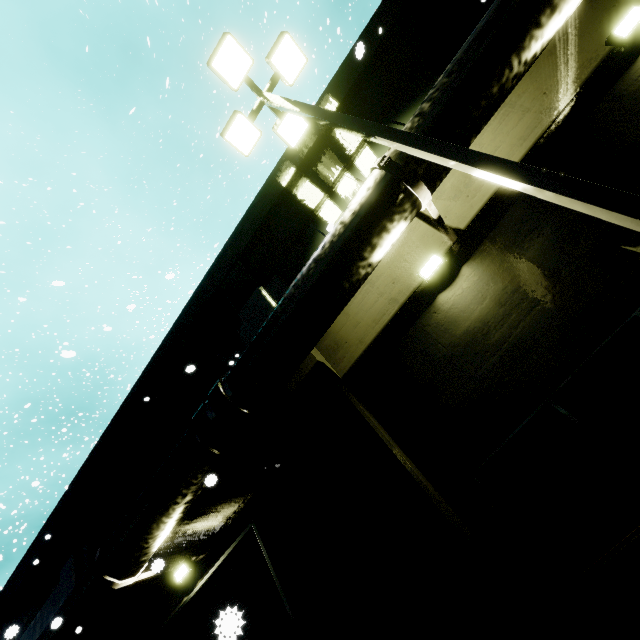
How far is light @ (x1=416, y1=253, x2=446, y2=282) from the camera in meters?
5.5 m

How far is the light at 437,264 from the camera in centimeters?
554cm

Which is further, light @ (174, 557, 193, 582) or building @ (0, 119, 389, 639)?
building @ (0, 119, 389, 639)

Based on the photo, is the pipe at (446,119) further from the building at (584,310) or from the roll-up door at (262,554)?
the roll-up door at (262,554)

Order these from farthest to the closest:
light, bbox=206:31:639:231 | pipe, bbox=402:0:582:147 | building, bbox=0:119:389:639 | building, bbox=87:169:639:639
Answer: building, bbox=0:119:389:639
pipe, bbox=402:0:582:147
building, bbox=87:169:639:639
light, bbox=206:31:639:231

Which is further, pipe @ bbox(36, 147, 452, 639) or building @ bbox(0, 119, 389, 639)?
building @ bbox(0, 119, 389, 639)

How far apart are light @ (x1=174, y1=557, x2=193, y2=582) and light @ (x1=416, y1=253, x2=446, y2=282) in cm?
813

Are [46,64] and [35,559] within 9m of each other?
no
